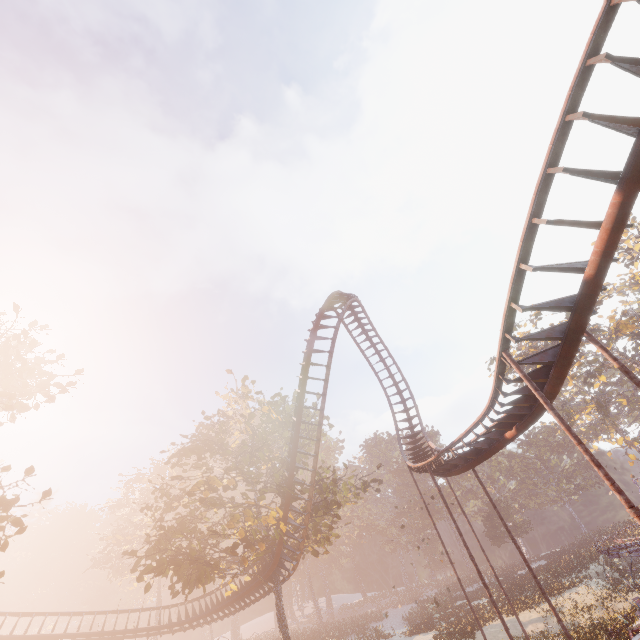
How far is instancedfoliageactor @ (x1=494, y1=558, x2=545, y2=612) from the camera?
26.25m

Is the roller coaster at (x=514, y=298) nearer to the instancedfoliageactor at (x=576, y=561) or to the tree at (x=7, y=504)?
the tree at (x=7, y=504)

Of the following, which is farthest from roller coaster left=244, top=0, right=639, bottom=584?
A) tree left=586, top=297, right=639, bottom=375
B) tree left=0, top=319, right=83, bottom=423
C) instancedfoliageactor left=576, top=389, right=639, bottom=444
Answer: instancedfoliageactor left=576, top=389, right=639, bottom=444

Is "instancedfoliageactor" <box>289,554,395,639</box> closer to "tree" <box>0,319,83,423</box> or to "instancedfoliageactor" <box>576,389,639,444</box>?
"tree" <box>0,319,83,423</box>

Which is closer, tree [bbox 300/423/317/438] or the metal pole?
the metal pole

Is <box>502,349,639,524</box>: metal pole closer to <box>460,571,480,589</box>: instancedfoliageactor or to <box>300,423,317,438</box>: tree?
<box>300,423,317,438</box>: tree

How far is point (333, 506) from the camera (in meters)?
21.98

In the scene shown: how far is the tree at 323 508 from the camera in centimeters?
2072cm
